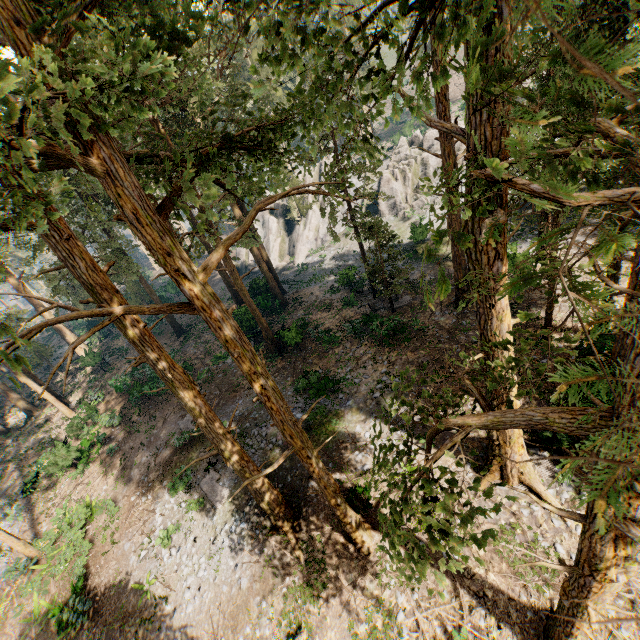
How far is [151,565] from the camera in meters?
15.2

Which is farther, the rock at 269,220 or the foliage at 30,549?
the rock at 269,220

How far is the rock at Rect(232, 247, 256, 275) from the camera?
43.7m

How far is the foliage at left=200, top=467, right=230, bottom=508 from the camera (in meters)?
15.93

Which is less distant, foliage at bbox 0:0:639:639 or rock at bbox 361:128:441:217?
foliage at bbox 0:0:639:639

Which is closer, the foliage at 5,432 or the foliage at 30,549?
the foliage at 30,549

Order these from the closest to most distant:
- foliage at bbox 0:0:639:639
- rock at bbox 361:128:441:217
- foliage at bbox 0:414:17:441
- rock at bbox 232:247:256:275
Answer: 1. foliage at bbox 0:0:639:639
2. foliage at bbox 0:414:17:441
3. rock at bbox 361:128:441:217
4. rock at bbox 232:247:256:275
